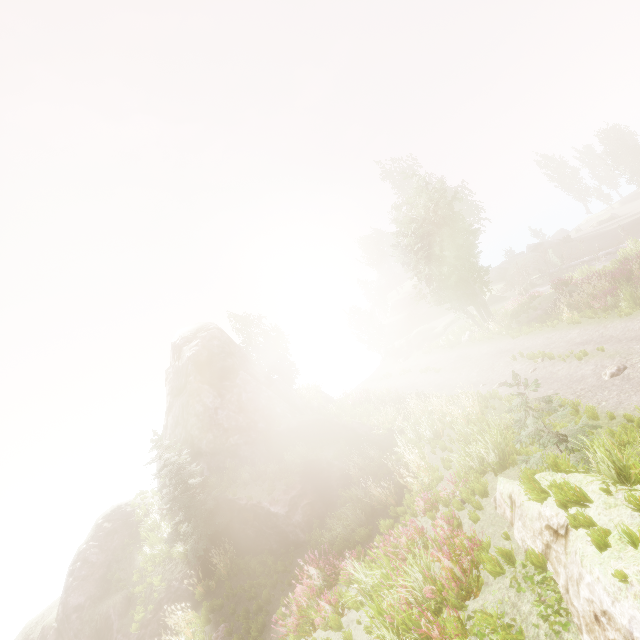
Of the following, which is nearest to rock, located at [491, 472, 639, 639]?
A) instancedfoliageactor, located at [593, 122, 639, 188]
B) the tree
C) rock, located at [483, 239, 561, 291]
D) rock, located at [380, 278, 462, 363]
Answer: instancedfoliageactor, located at [593, 122, 639, 188]

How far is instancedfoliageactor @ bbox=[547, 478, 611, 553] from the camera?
3.88m

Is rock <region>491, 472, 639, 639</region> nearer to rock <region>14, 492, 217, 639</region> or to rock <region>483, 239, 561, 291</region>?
rock <region>14, 492, 217, 639</region>

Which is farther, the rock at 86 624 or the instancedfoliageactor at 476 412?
the rock at 86 624

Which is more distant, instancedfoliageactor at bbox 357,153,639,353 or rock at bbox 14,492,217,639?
instancedfoliageactor at bbox 357,153,639,353

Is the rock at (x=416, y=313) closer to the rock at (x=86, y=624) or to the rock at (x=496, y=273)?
the rock at (x=496, y=273)

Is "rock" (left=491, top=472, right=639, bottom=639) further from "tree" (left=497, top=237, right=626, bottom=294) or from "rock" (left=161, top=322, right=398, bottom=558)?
"tree" (left=497, top=237, right=626, bottom=294)

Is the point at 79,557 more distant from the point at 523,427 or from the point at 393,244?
the point at 393,244
